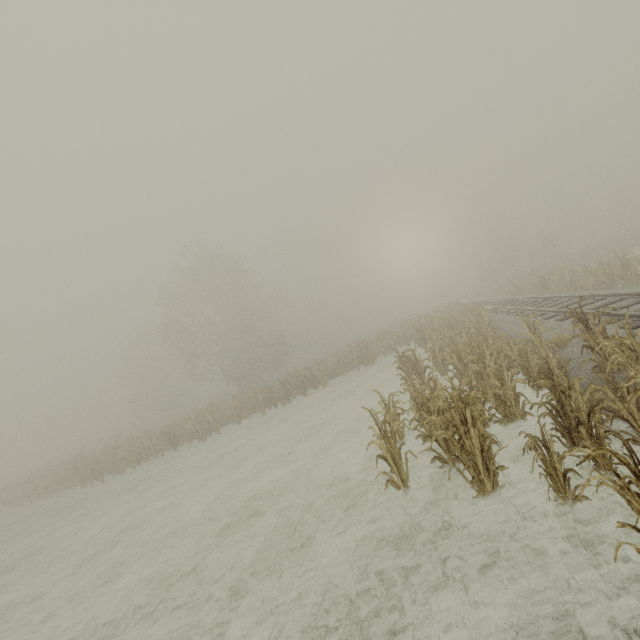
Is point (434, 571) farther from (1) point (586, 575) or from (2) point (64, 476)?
(2) point (64, 476)
